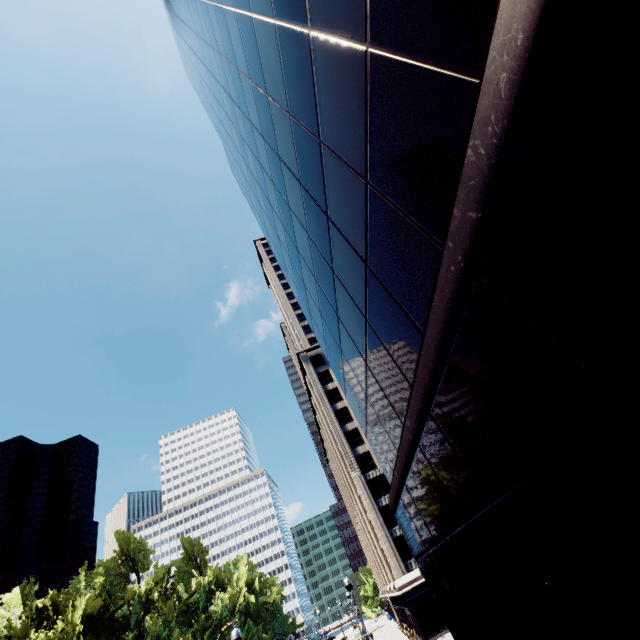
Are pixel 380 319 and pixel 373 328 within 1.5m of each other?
yes

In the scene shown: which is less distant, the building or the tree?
the building

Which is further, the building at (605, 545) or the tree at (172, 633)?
the tree at (172, 633)
